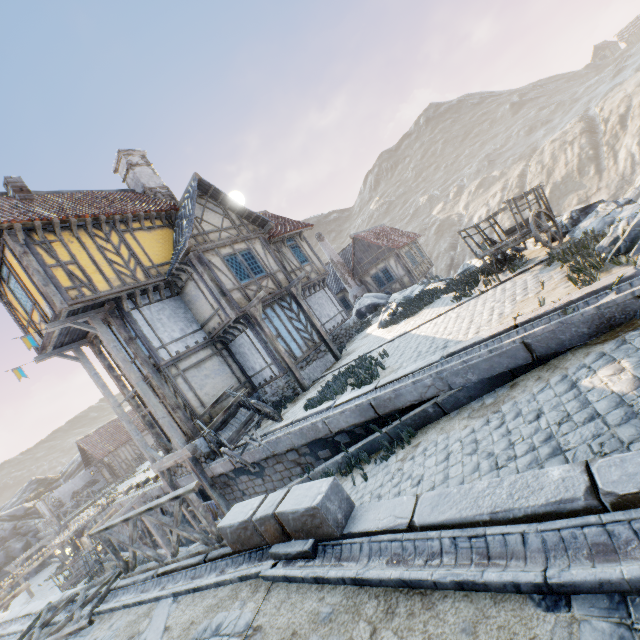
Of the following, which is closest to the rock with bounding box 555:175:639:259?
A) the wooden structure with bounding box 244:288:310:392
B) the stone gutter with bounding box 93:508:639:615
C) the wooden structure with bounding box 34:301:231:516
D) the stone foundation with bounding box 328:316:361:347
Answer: the stone gutter with bounding box 93:508:639:615

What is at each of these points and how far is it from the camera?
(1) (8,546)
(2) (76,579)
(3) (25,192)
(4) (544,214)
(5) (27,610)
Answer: (1) rock, 35.3m
(2) wagon, 18.1m
(3) chimney, 12.4m
(4) wagon, 8.8m
(5) stone blocks, 8.4m

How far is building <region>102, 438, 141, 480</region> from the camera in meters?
33.6

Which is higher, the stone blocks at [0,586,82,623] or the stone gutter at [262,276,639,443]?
the stone blocks at [0,586,82,623]

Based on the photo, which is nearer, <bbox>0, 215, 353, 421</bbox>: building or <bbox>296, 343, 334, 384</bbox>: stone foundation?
<bbox>0, 215, 353, 421</bbox>: building

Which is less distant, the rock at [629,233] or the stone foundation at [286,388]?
the rock at [629,233]

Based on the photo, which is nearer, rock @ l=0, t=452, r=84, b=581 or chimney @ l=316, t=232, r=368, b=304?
chimney @ l=316, t=232, r=368, b=304

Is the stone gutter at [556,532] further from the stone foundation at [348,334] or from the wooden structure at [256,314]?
the wooden structure at [256,314]
